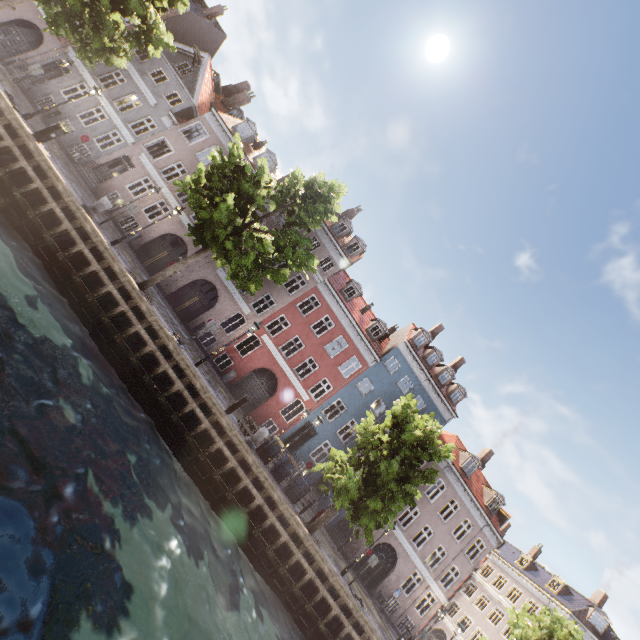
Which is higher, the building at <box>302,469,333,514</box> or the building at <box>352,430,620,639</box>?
the building at <box>352,430,620,639</box>

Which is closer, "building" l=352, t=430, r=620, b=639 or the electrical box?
the electrical box

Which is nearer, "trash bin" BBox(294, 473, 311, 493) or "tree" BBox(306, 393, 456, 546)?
"tree" BBox(306, 393, 456, 546)

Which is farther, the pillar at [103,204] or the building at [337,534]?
the building at [337,534]

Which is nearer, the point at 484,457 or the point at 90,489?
the point at 90,489

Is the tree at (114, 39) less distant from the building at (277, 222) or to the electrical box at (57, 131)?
the building at (277, 222)

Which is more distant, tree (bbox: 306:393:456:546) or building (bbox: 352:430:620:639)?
building (bbox: 352:430:620:639)

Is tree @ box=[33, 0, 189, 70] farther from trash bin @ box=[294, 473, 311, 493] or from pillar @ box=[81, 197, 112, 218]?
pillar @ box=[81, 197, 112, 218]
